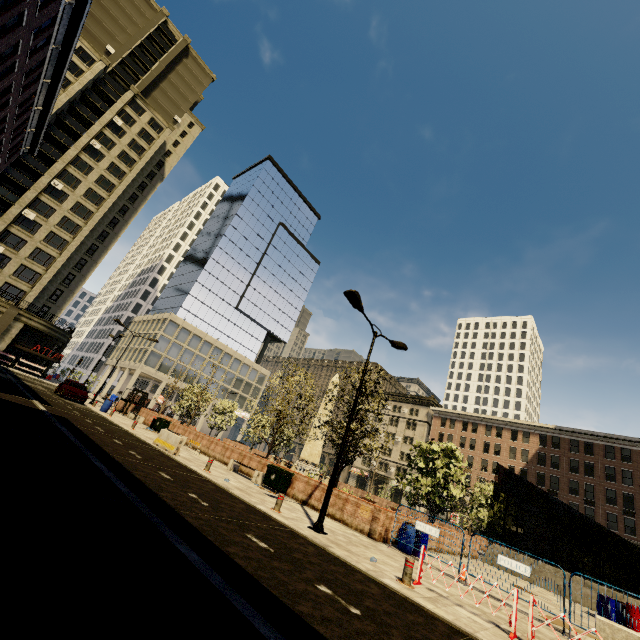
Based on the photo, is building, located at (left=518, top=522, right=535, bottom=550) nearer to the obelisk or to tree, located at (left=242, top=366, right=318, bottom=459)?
tree, located at (left=242, top=366, right=318, bottom=459)

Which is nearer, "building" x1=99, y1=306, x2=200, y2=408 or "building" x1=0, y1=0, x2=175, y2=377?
"building" x1=0, y1=0, x2=175, y2=377

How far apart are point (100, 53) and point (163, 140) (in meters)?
13.82

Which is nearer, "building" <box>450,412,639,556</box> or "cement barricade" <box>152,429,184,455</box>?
"cement barricade" <box>152,429,184,455</box>

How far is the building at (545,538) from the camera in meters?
45.1

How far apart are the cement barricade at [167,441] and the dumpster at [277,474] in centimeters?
444cm

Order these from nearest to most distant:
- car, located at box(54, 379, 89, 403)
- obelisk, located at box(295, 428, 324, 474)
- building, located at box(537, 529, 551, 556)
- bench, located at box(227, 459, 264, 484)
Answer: bench, located at box(227, 459, 264, 484) → car, located at box(54, 379, 89, 403) → obelisk, located at box(295, 428, 324, 474) → building, located at box(537, 529, 551, 556)

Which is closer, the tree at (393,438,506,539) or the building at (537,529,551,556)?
the tree at (393,438,506,539)
